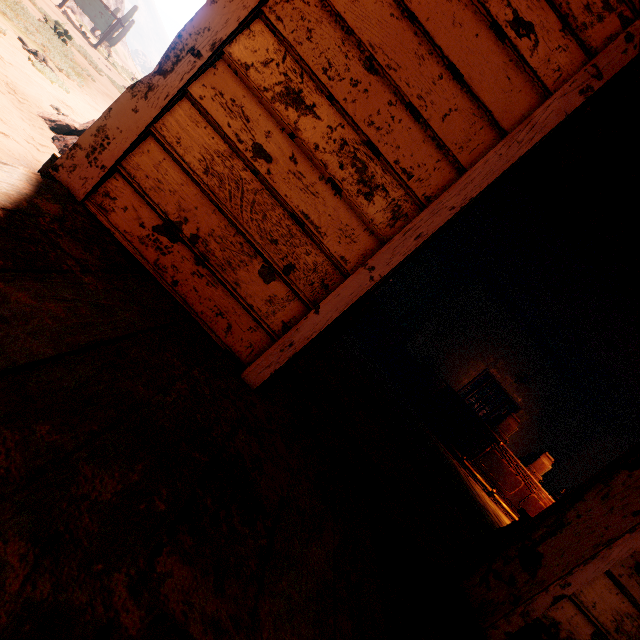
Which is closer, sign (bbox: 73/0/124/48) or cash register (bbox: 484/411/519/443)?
cash register (bbox: 484/411/519/443)

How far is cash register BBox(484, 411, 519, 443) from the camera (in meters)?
6.91

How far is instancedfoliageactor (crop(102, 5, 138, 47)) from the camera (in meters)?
25.14

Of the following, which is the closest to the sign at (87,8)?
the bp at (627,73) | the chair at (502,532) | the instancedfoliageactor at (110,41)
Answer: the instancedfoliageactor at (110,41)

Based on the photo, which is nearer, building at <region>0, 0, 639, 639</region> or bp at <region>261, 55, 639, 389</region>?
building at <region>0, 0, 639, 639</region>

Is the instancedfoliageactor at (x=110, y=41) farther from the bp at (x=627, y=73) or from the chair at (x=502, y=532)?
the chair at (x=502, y=532)

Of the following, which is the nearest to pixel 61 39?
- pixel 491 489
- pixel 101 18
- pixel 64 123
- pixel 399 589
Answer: pixel 64 123

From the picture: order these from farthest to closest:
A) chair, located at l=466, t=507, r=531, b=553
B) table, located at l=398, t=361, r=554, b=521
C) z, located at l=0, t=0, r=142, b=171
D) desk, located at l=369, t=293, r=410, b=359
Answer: desk, located at l=369, t=293, r=410, b=359
table, located at l=398, t=361, r=554, b=521
z, located at l=0, t=0, r=142, b=171
chair, located at l=466, t=507, r=531, b=553
